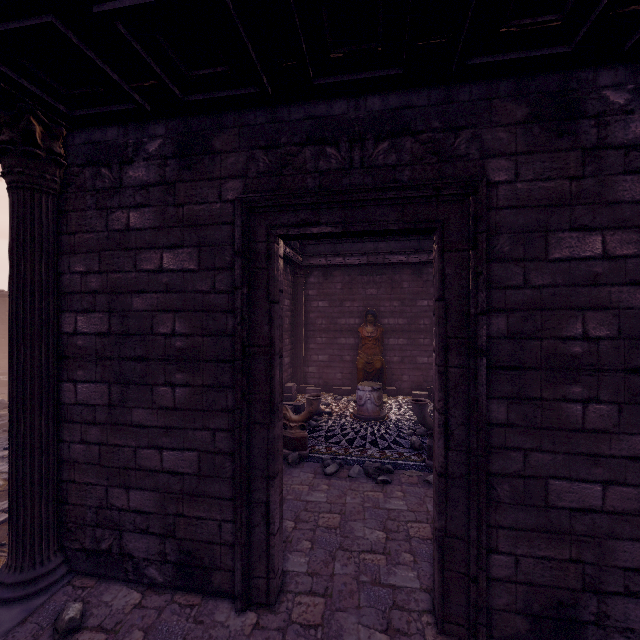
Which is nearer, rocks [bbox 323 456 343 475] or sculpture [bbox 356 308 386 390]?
rocks [bbox 323 456 343 475]

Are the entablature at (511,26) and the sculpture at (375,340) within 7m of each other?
no

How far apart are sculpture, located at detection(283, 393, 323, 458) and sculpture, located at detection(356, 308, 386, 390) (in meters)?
4.11

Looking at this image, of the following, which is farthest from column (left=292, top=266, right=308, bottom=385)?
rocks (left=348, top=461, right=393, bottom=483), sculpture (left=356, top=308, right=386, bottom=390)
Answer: rocks (left=348, top=461, right=393, bottom=483)

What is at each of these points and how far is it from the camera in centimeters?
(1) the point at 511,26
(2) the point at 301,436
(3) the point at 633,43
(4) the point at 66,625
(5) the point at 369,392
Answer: (1) entablature, 235cm
(2) sculpture, 663cm
(3) building, 244cm
(4) rocks, 289cm
(5) column base, 892cm

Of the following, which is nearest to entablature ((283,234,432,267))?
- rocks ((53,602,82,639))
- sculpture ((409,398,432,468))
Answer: sculpture ((409,398,432,468))

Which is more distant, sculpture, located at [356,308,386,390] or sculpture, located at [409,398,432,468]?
sculpture, located at [356,308,386,390]

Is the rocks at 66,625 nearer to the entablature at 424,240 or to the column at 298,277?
the entablature at 424,240
